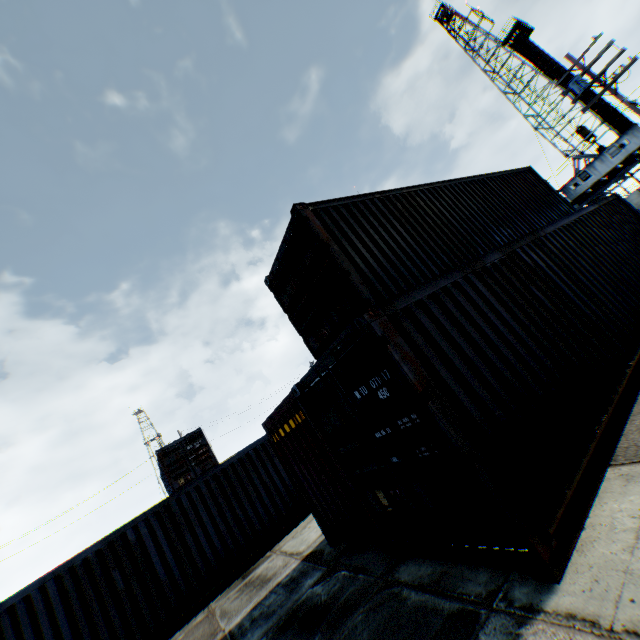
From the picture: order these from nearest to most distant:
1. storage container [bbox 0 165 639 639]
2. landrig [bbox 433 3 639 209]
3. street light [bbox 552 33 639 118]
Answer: storage container [bbox 0 165 639 639]
street light [bbox 552 33 639 118]
landrig [bbox 433 3 639 209]

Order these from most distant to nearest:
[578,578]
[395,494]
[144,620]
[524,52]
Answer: [524,52]
[144,620]
[395,494]
[578,578]

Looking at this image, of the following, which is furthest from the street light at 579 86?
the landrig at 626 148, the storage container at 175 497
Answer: the landrig at 626 148

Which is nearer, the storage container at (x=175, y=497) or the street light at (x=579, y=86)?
the storage container at (x=175, y=497)

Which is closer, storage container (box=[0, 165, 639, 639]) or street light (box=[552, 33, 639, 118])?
storage container (box=[0, 165, 639, 639])

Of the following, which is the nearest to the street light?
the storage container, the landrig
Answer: the storage container

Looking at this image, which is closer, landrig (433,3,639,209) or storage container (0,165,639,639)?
storage container (0,165,639,639)
